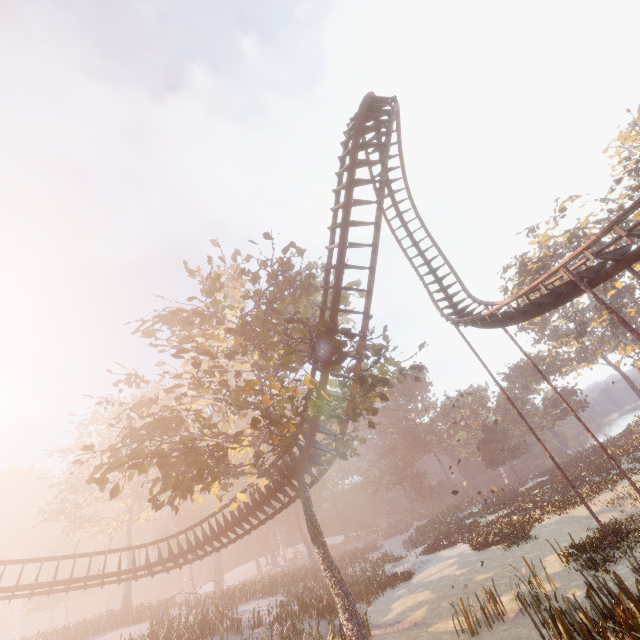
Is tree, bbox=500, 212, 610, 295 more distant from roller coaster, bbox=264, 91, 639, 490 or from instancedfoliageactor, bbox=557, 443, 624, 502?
roller coaster, bbox=264, 91, 639, 490

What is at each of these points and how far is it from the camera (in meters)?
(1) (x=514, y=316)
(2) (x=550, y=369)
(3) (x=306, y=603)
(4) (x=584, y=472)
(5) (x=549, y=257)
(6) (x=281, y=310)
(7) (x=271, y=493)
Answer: (1) roller coaster, 14.90
(2) instancedfoliageactor, 59.78
(3) instancedfoliageactor, 20.02
(4) instancedfoliageactor, 31.41
(5) tree, 38.31
(6) tree, 11.33
(7) roller coaster, 16.62

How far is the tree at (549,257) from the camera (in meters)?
35.06

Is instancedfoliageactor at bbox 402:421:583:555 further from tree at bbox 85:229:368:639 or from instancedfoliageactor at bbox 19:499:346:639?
tree at bbox 85:229:368:639

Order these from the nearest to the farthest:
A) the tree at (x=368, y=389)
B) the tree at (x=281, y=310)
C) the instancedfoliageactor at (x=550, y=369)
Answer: the tree at (x=281, y=310) → the tree at (x=368, y=389) → the instancedfoliageactor at (x=550, y=369)

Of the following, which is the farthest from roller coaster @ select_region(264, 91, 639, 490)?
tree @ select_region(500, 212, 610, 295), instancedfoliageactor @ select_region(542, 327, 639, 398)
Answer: instancedfoliageactor @ select_region(542, 327, 639, 398)

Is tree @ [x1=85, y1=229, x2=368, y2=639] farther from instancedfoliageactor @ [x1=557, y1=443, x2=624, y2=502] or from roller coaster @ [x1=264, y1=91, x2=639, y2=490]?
instancedfoliageactor @ [x1=557, y1=443, x2=624, y2=502]

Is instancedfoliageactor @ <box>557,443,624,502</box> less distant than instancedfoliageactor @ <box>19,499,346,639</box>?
No
